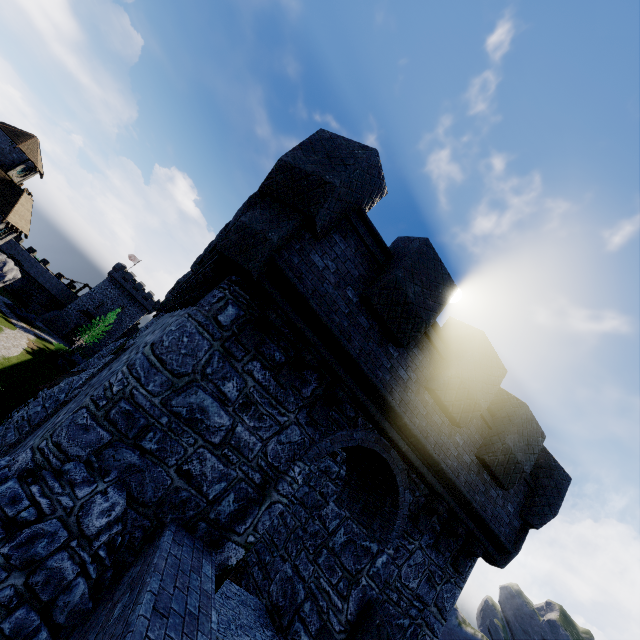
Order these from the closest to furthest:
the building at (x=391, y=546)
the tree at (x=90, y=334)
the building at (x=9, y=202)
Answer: the building at (x=391, y=546) < the building at (x=9, y=202) < the tree at (x=90, y=334)

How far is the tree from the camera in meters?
55.7

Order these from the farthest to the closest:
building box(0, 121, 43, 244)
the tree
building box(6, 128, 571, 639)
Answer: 1. the tree
2. building box(0, 121, 43, 244)
3. building box(6, 128, 571, 639)

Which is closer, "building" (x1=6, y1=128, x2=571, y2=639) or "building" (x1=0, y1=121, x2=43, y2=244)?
"building" (x1=6, y1=128, x2=571, y2=639)

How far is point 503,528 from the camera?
8.32m

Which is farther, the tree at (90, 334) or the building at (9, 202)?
the tree at (90, 334)

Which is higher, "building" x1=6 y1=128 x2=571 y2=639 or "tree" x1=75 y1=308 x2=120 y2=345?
"building" x1=6 y1=128 x2=571 y2=639

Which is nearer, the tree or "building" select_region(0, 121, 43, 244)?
"building" select_region(0, 121, 43, 244)
